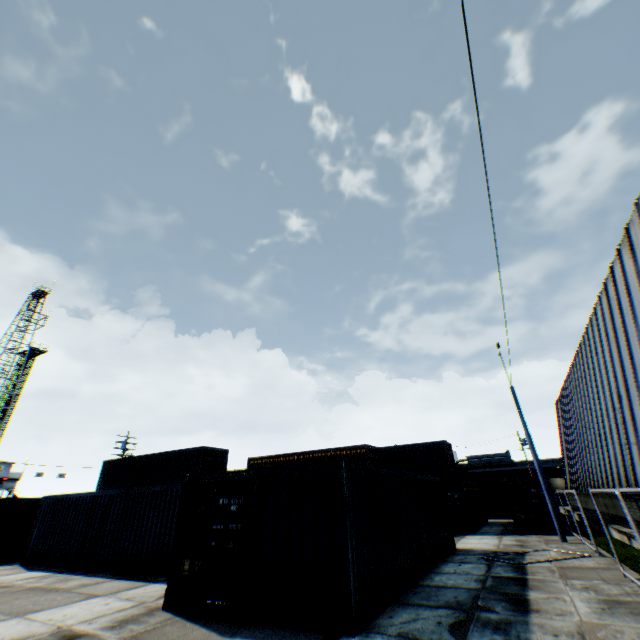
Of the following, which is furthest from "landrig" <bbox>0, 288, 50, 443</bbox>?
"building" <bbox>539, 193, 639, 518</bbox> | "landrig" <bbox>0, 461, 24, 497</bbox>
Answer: "building" <bbox>539, 193, 639, 518</bbox>

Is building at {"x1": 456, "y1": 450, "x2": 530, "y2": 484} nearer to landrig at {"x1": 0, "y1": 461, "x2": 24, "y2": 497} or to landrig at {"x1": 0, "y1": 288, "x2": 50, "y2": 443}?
landrig at {"x1": 0, "y1": 461, "x2": 24, "y2": 497}

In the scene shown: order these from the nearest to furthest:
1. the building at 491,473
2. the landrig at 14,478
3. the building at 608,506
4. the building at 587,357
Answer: the building at 587,357
the building at 608,506
the landrig at 14,478
the building at 491,473

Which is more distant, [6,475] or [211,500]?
[6,475]

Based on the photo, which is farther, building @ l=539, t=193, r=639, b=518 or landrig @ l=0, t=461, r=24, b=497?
landrig @ l=0, t=461, r=24, b=497

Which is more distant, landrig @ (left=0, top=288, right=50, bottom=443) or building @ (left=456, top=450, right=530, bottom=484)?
building @ (left=456, top=450, right=530, bottom=484)

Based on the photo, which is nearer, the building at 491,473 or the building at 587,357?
the building at 587,357

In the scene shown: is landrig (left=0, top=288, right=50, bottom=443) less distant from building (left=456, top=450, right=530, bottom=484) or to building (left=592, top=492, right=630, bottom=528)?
building (left=592, top=492, right=630, bottom=528)
